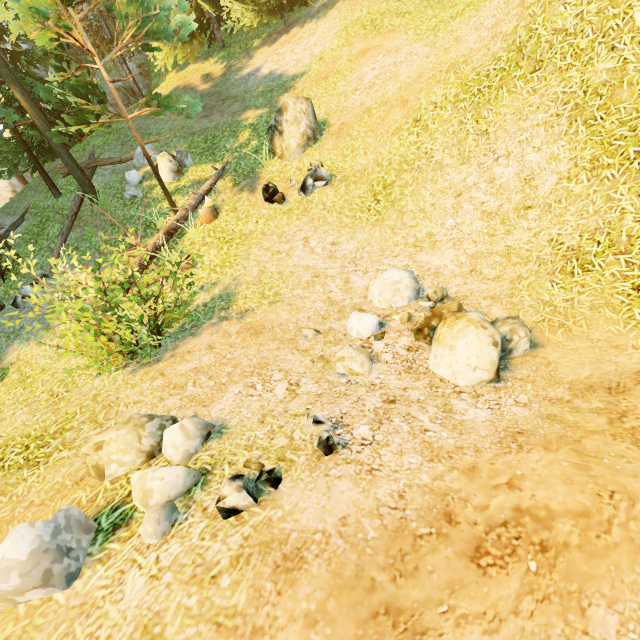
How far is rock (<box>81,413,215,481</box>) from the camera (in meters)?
3.65

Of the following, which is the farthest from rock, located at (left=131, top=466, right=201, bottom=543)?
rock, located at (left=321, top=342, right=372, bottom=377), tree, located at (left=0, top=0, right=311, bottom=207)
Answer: tree, located at (left=0, top=0, right=311, bottom=207)

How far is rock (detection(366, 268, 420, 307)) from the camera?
6.08m

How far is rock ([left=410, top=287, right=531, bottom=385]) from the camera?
4.1 meters

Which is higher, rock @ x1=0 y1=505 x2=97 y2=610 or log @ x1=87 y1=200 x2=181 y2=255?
log @ x1=87 y1=200 x2=181 y2=255

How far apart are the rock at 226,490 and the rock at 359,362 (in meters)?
1.70

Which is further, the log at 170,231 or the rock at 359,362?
the log at 170,231

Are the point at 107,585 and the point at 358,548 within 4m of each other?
yes
